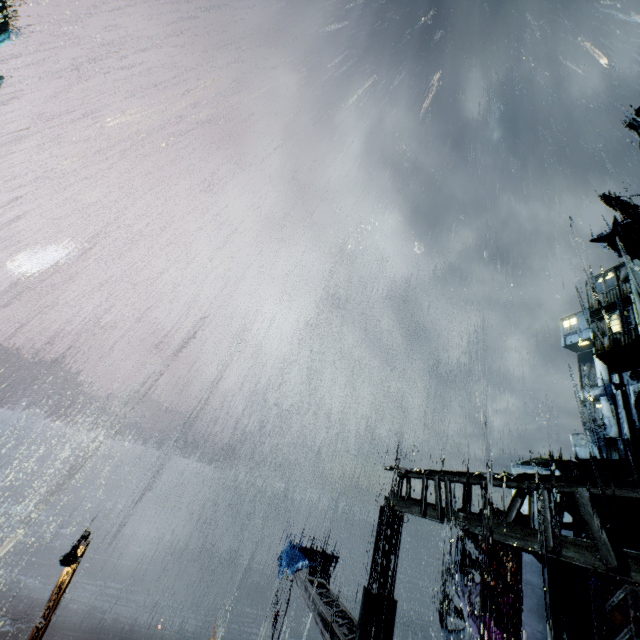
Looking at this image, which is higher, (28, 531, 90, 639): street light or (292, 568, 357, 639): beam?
(292, 568, 357, 639): beam

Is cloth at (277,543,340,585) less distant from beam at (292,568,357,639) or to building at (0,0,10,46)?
beam at (292,568,357,639)

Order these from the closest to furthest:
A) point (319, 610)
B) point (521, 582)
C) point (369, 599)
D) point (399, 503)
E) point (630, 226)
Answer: point (369, 599)
point (399, 503)
point (319, 610)
point (521, 582)
point (630, 226)

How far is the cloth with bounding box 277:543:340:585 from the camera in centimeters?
1831cm

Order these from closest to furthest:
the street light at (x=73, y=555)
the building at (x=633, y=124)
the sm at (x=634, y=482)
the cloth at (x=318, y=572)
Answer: the sm at (x=634, y=482) < the street light at (x=73, y=555) < the cloth at (x=318, y=572) < the building at (x=633, y=124)

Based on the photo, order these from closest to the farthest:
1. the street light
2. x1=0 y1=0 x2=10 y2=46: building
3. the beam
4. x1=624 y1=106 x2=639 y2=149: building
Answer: the beam, the street light, x1=624 y1=106 x2=639 y2=149: building, x1=0 y1=0 x2=10 y2=46: building

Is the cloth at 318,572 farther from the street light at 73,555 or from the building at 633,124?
the street light at 73,555

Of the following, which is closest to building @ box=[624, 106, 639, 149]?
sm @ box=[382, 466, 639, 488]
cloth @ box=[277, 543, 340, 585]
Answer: sm @ box=[382, 466, 639, 488]
